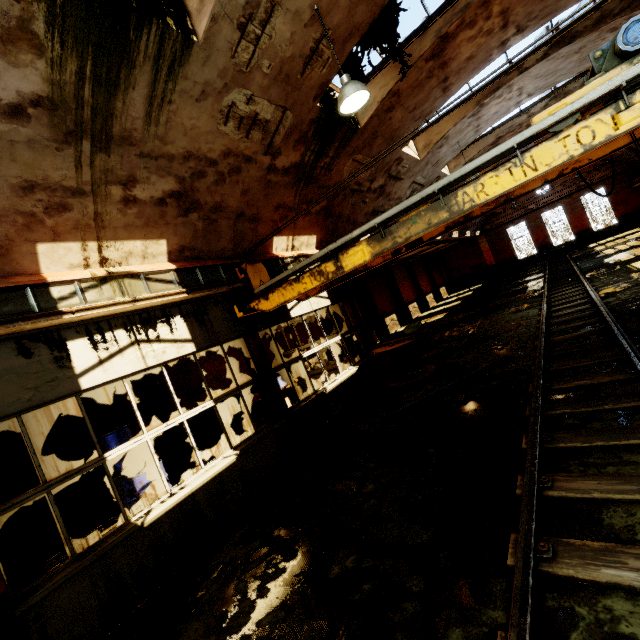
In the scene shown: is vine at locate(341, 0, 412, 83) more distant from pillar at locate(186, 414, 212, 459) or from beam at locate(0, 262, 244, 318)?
pillar at locate(186, 414, 212, 459)

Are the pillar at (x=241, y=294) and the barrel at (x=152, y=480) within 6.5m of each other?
yes

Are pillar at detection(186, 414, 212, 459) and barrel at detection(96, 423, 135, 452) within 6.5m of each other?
yes

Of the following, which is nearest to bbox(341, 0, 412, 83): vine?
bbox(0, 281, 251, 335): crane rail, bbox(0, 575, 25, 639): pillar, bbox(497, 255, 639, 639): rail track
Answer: bbox(0, 281, 251, 335): crane rail

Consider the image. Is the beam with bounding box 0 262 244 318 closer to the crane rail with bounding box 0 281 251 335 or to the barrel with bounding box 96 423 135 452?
the crane rail with bounding box 0 281 251 335

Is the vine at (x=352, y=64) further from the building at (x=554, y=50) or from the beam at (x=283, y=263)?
the beam at (x=283, y=263)

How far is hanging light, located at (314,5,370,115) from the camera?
4.9 meters

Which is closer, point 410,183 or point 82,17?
point 82,17
